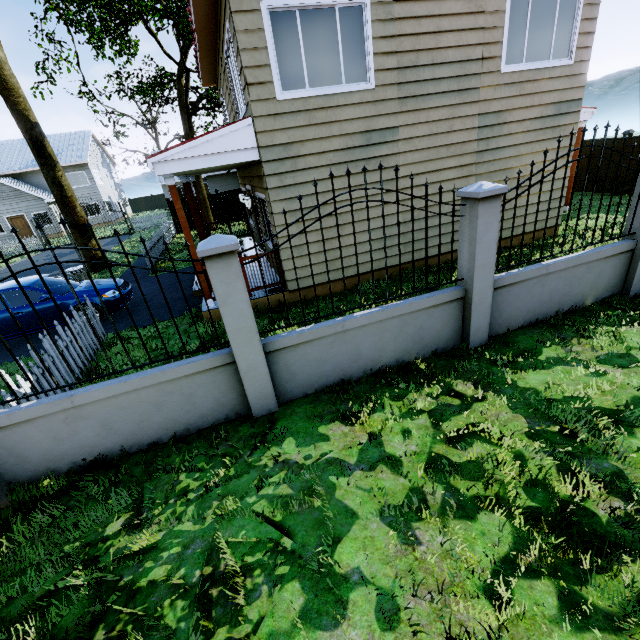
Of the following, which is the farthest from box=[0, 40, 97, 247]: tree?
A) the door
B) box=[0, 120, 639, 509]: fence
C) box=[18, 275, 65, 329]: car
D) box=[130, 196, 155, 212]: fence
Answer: box=[130, 196, 155, 212]: fence

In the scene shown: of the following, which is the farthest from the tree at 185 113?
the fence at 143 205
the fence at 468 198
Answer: the fence at 143 205

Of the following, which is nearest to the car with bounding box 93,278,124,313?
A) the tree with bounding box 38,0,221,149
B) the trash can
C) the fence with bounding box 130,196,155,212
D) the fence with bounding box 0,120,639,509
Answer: the fence with bounding box 0,120,639,509

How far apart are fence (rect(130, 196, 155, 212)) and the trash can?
40.93m

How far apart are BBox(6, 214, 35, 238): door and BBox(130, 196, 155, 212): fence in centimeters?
1741cm

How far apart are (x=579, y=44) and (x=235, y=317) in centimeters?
989cm

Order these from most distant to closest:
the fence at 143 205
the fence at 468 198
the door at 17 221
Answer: the fence at 143 205
the door at 17 221
the fence at 468 198

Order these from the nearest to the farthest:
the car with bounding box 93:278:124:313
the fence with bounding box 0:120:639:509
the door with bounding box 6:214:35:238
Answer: the fence with bounding box 0:120:639:509 < the car with bounding box 93:278:124:313 < the door with bounding box 6:214:35:238
